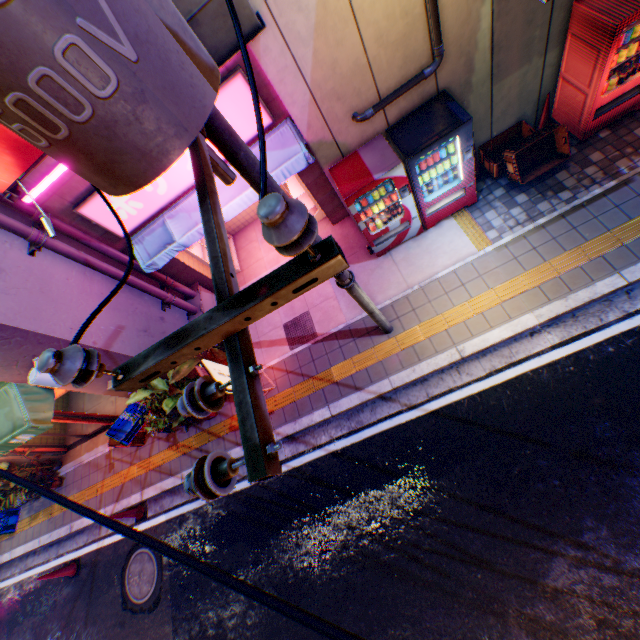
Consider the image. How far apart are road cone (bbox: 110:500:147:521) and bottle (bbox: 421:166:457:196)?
9.6 meters

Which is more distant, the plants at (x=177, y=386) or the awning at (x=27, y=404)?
the plants at (x=177, y=386)

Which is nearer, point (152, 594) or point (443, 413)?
point (443, 413)

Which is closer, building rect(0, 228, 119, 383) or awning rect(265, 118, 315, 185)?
building rect(0, 228, 119, 383)

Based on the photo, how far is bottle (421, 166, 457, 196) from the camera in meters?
6.0 m

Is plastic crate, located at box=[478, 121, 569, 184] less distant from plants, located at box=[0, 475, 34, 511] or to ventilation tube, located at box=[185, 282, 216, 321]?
ventilation tube, located at box=[185, 282, 216, 321]

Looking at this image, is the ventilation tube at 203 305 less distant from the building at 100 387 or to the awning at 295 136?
the building at 100 387

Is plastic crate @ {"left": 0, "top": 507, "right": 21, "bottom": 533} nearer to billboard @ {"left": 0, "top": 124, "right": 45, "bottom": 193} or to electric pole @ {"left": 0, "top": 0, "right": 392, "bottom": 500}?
electric pole @ {"left": 0, "top": 0, "right": 392, "bottom": 500}
